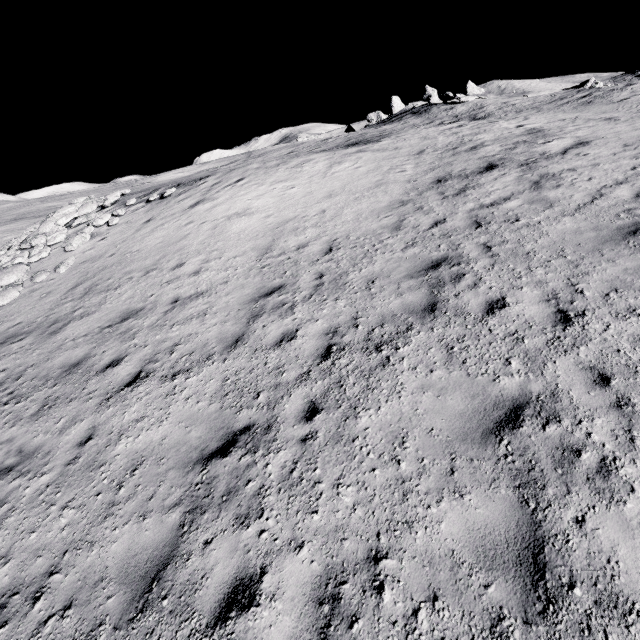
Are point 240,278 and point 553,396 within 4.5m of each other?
no
